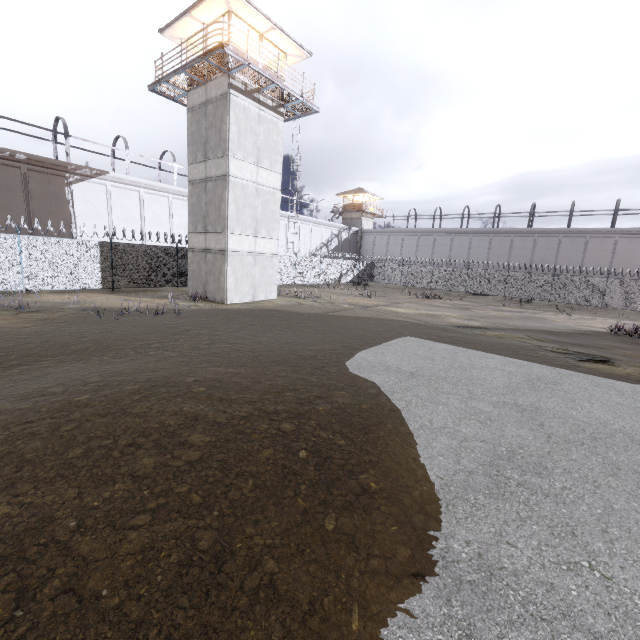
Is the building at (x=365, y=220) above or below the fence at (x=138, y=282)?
above

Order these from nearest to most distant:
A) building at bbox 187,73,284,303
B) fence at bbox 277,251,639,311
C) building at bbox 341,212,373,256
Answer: building at bbox 187,73,284,303 < fence at bbox 277,251,639,311 < building at bbox 341,212,373,256

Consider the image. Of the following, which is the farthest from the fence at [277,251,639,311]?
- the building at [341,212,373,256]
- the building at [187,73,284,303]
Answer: the building at [341,212,373,256]

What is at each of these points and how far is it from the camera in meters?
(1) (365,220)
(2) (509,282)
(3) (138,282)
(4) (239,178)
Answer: (1) building, 54.7 m
(2) fence, 34.0 m
(3) fence, 20.3 m
(4) building, 17.9 m

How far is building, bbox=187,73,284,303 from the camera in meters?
17.3

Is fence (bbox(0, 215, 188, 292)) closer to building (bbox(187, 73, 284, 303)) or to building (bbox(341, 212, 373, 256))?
building (bbox(187, 73, 284, 303))

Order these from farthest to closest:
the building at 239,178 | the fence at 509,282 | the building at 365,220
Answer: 1. the building at 365,220
2. the fence at 509,282
3. the building at 239,178
